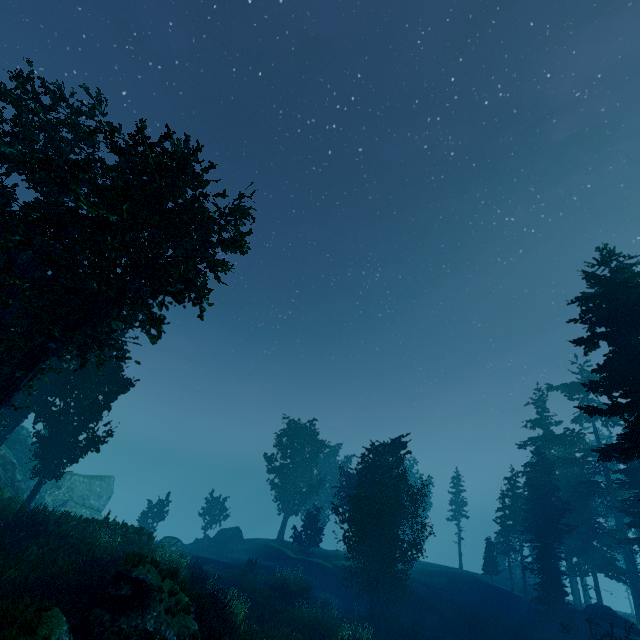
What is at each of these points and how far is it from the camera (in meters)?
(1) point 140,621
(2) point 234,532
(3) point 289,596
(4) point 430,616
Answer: (1) rock, 11.52
(2) rock, 41.66
(3) rock, 23.41
(4) rock, 26.83

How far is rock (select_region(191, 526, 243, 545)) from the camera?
40.0m

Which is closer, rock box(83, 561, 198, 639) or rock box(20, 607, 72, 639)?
rock box(20, 607, 72, 639)

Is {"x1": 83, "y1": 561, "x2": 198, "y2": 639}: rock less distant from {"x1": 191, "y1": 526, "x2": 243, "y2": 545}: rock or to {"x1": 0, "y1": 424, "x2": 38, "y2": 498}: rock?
Result: {"x1": 0, "y1": 424, "x2": 38, "y2": 498}: rock

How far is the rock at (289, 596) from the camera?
23.28m

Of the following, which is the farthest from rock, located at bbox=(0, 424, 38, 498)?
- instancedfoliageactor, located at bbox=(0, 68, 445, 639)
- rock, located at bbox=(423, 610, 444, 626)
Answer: rock, located at bbox=(423, 610, 444, 626)

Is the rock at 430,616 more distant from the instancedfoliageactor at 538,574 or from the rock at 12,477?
the rock at 12,477

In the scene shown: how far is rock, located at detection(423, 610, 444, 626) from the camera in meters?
26.4
